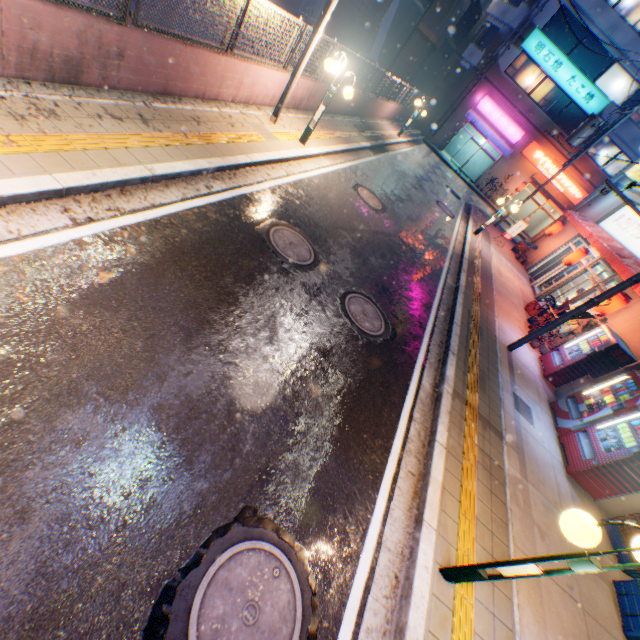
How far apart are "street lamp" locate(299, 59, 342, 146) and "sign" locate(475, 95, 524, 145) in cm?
2475

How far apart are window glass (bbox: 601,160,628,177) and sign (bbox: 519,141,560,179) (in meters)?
1.56

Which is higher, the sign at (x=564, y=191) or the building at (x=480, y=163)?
the sign at (x=564, y=191)

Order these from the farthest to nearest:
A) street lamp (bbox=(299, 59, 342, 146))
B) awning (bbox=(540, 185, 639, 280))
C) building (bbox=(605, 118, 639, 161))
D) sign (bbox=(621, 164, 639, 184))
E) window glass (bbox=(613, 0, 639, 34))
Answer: building (bbox=(605, 118, 639, 161)) < window glass (bbox=(613, 0, 639, 34)) < sign (bbox=(621, 164, 639, 184)) < awning (bbox=(540, 185, 639, 280)) < street lamp (bbox=(299, 59, 342, 146))

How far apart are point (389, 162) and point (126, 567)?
17.54m

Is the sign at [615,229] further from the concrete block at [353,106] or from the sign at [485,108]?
the sign at [485,108]

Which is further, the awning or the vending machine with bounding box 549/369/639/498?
the awning

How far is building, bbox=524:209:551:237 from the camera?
30.5m
